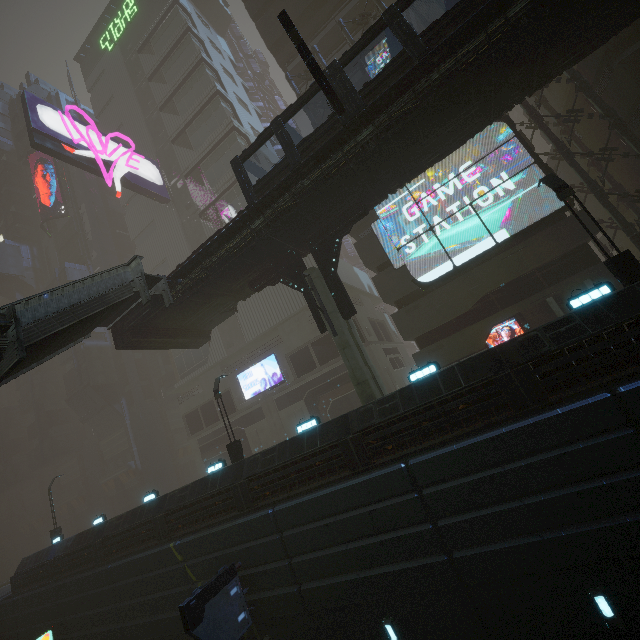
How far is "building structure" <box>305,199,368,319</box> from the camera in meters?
15.9

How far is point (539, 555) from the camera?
8.72m

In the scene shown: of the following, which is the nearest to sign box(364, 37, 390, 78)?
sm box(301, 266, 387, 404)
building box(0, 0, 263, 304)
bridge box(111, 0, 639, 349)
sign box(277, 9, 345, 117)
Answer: building box(0, 0, 263, 304)

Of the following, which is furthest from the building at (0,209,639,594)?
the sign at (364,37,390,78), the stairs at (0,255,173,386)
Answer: the stairs at (0,255,173,386)

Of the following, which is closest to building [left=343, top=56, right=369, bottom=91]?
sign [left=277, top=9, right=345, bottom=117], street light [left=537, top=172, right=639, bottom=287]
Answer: sign [left=277, top=9, right=345, bottom=117]

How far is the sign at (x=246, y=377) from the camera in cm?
3098

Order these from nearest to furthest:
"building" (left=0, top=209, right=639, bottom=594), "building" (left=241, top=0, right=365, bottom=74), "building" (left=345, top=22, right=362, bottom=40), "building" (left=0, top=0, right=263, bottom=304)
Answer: "building" (left=0, top=209, right=639, bottom=594) → "building" (left=345, top=22, right=362, bottom=40) → "building" (left=241, top=0, right=365, bottom=74) → "building" (left=0, top=0, right=263, bottom=304)

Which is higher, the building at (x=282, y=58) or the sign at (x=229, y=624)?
the building at (x=282, y=58)
